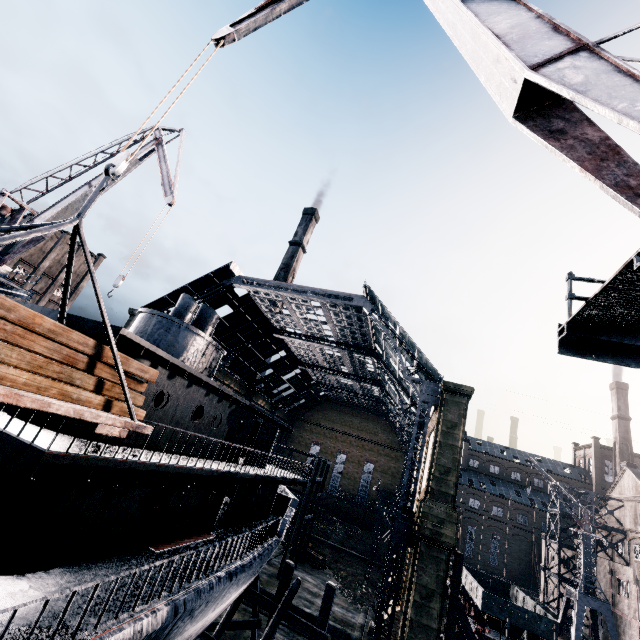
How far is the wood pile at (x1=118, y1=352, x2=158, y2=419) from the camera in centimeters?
766cm

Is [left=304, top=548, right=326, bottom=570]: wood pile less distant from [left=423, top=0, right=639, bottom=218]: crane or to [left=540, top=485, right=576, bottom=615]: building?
[left=540, top=485, right=576, bottom=615]: building

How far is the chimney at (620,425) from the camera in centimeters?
5691cm

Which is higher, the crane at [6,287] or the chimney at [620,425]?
the chimney at [620,425]

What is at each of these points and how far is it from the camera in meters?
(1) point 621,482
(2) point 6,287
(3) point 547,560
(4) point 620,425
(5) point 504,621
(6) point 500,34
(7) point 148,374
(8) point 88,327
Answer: (1) building, 44.7
(2) crane, 21.4
(3) building, 45.1
(4) chimney, 59.2
(5) rail car, 23.8
(6) crane, 6.0
(7) wood pile, 8.3
(8) ship, 9.0

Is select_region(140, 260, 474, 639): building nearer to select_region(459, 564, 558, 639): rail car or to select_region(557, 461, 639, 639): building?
select_region(557, 461, 639, 639): building

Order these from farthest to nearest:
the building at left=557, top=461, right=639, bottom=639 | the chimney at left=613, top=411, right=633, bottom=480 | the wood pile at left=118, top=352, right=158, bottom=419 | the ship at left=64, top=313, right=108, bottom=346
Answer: the chimney at left=613, top=411, right=633, bottom=480, the building at left=557, top=461, right=639, bottom=639, the ship at left=64, top=313, right=108, bottom=346, the wood pile at left=118, top=352, right=158, bottom=419

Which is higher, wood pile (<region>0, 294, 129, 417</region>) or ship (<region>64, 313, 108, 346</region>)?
ship (<region>64, 313, 108, 346</region>)
